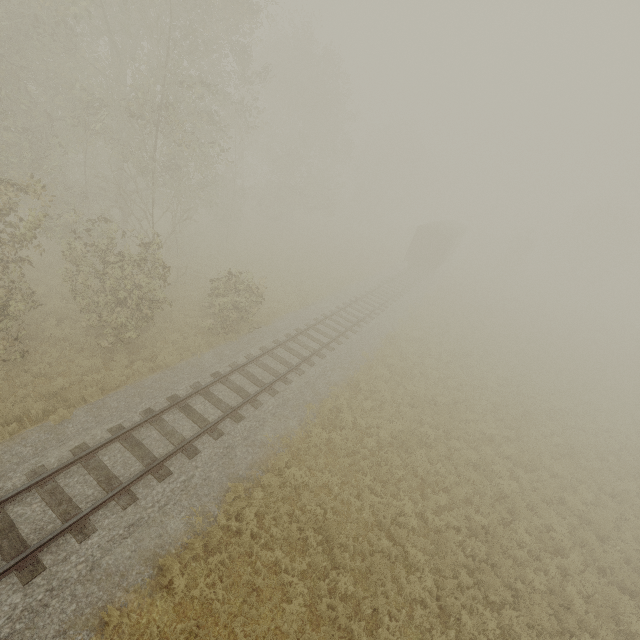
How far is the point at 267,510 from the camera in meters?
9.5 m

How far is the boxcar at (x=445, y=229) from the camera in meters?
32.2

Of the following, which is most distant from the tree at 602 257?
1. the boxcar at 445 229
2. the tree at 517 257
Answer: the boxcar at 445 229

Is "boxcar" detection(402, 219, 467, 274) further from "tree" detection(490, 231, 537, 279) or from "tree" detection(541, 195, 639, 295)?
"tree" detection(541, 195, 639, 295)

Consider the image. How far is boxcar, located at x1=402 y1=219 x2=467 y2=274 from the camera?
32.2m

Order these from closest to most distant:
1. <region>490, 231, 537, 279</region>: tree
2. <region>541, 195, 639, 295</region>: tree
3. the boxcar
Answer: the boxcar < <region>490, 231, 537, 279</region>: tree < <region>541, 195, 639, 295</region>: tree

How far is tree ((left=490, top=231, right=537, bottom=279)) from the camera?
46.53m
